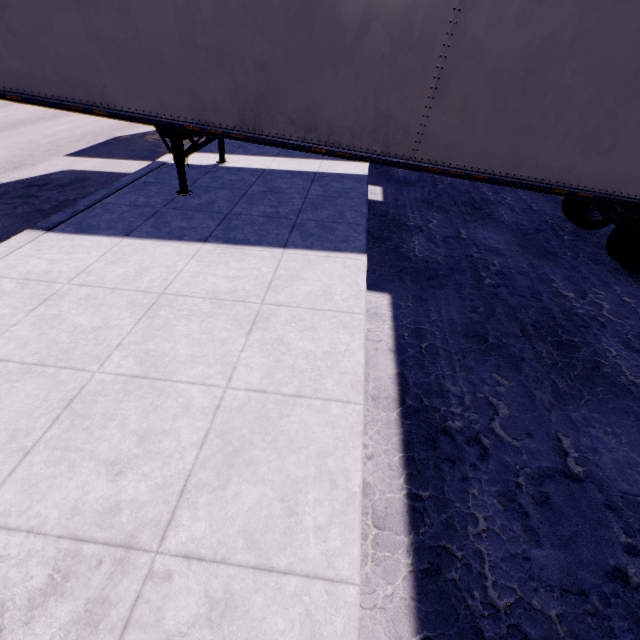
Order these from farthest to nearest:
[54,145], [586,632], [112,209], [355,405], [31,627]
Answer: [54,145]
[112,209]
[355,405]
[586,632]
[31,627]
